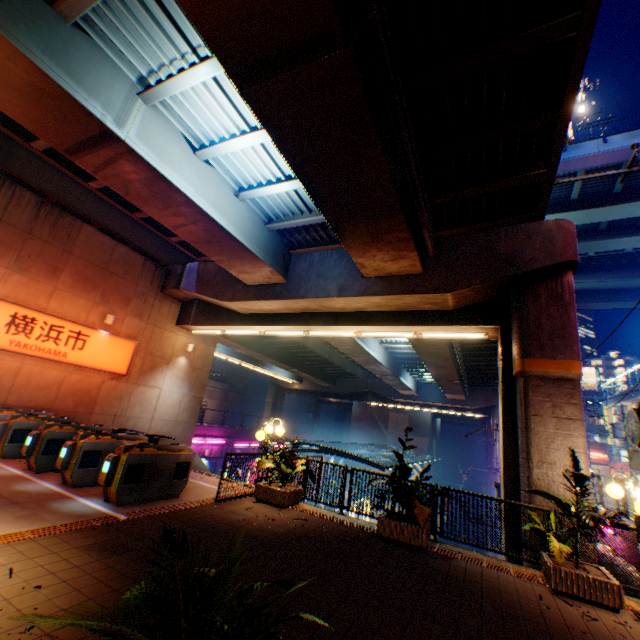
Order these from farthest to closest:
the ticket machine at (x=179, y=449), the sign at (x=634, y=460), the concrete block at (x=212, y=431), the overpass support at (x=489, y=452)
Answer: the overpass support at (x=489, y=452) → the concrete block at (x=212, y=431) → the ticket machine at (x=179, y=449) → the sign at (x=634, y=460)

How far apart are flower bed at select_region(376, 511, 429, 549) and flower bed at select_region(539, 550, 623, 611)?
2.2 meters

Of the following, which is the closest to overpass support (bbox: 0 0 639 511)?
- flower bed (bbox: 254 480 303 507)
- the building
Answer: flower bed (bbox: 254 480 303 507)

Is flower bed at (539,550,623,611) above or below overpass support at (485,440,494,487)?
below

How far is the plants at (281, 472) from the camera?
9.10m

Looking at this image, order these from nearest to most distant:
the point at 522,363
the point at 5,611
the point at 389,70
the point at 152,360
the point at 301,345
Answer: the point at 5,611
the point at 389,70
the point at 522,363
the point at 152,360
the point at 301,345

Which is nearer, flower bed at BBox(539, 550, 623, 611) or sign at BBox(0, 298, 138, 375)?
flower bed at BBox(539, 550, 623, 611)

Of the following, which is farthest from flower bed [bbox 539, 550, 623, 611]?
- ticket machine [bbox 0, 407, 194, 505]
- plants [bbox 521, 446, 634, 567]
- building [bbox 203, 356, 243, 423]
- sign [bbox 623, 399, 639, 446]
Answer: building [bbox 203, 356, 243, 423]
